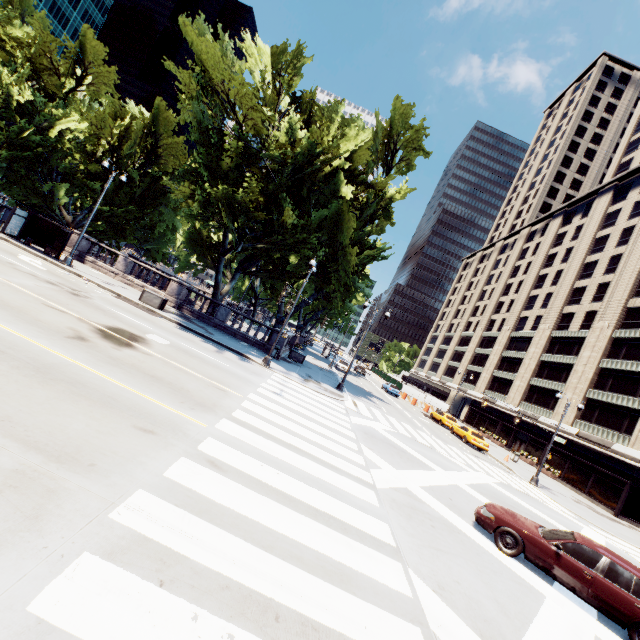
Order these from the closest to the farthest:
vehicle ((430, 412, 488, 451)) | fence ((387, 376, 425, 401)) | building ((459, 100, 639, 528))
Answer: vehicle ((430, 412, 488, 451))
building ((459, 100, 639, 528))
fence ((387, 376, 425, 401))

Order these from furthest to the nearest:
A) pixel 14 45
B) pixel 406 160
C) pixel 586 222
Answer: pixel 586 222
pixel 406 160
pixel 14 45

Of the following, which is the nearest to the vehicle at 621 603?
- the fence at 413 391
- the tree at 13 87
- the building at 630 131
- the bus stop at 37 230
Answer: the tree at 13 87

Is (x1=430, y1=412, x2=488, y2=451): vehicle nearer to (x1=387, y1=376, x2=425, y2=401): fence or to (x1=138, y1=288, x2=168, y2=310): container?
(x1=387, y1=376, x2=425, y2=401): fence

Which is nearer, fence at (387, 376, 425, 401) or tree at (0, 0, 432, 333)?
tree at (0, 0, 432, 333)

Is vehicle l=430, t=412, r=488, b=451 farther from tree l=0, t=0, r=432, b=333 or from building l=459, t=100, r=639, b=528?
tree l=0, t=0, r=432, b=333

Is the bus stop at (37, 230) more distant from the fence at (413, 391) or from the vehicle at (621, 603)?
the fence at (413, 391)

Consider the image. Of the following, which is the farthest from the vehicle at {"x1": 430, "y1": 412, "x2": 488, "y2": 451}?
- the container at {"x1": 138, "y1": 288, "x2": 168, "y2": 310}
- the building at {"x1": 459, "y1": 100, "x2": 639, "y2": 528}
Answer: the container at {"x1": 138, "y1": 288, "x2": 168, "y2": 310}
